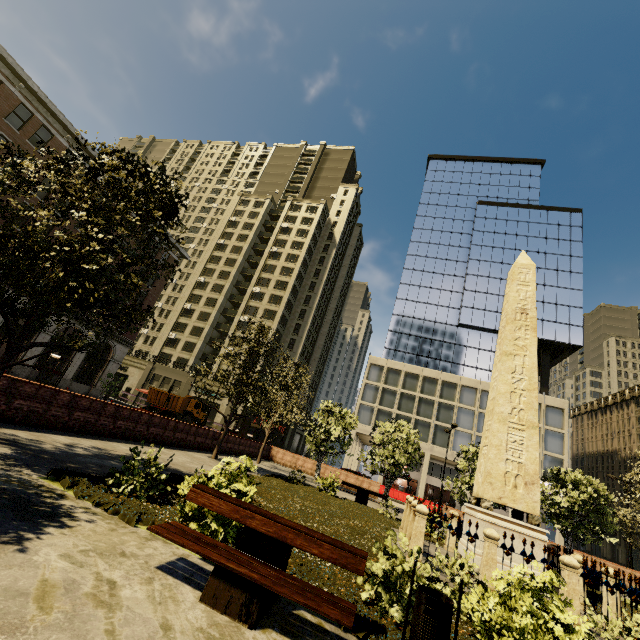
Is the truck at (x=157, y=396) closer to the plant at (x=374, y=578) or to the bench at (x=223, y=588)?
the plant at (x=374, y=578)

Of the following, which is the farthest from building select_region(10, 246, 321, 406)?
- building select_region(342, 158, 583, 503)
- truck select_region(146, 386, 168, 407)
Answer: building select_region(342, 158, 583, 503)

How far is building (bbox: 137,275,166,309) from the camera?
38.1 meters

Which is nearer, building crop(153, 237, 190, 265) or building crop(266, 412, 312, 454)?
building crop(153, 237, 190, 265)

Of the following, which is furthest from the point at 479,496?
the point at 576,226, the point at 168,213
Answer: the point at 576,226

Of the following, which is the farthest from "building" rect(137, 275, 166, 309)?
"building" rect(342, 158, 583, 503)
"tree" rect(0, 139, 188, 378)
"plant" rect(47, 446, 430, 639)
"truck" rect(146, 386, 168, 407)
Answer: "plant" rect(47, 446, 430, 639)

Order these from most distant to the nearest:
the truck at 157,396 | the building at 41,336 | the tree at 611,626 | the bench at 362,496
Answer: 1. the truck at 157,396
2. the building at 41,336
3. the bench at 362,496
4. the tree at 611,626

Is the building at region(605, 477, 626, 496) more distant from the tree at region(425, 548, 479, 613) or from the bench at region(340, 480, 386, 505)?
the bench at region(340, 480, 386, 505)
